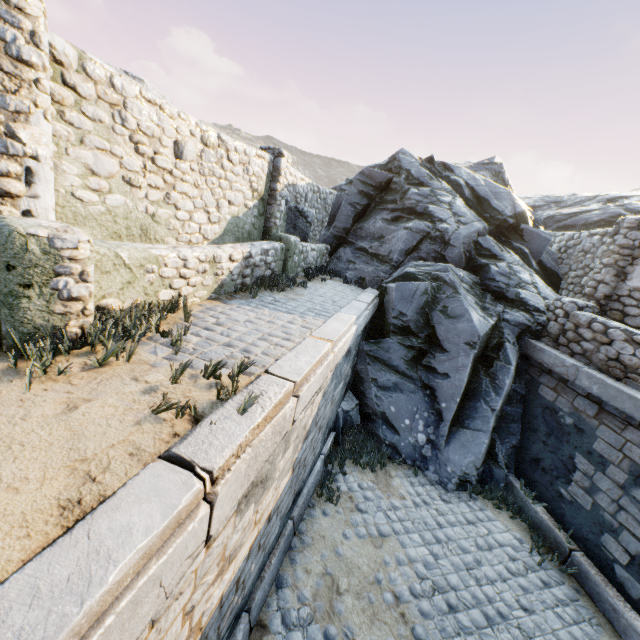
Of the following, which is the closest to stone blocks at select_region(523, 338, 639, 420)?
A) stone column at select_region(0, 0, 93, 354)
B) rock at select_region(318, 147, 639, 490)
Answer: rock at select_region(318, 147, 639, 490)

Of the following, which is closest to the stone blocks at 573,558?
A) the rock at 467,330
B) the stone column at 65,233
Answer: the rock at 467,330

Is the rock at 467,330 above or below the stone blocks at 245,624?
above

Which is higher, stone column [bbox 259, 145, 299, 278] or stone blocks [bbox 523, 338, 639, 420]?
stone column [bbox 259, 145, 299, 278]

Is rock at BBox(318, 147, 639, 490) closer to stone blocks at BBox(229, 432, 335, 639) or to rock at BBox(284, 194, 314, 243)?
stone blocks at BBox(229, 432, 335, 639)

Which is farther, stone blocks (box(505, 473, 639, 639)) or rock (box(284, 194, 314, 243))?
rock (box(284, 194, 314, 243))

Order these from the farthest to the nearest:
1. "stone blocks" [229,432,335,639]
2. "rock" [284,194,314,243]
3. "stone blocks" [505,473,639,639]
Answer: "rock" [284,194,314,243]
"stone blocks" [505,473,639,639]
"stone blocks" [229,432,335,639]

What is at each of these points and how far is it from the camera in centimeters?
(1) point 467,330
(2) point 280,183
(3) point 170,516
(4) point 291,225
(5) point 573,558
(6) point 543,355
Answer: (1) rock, 766cm
(2) stone column, 837cm
(3) stone blocks, 169cm
(4) rock, 1015cm
(5) stone blocks, 571cm
(6) stone blocks, 747cm
